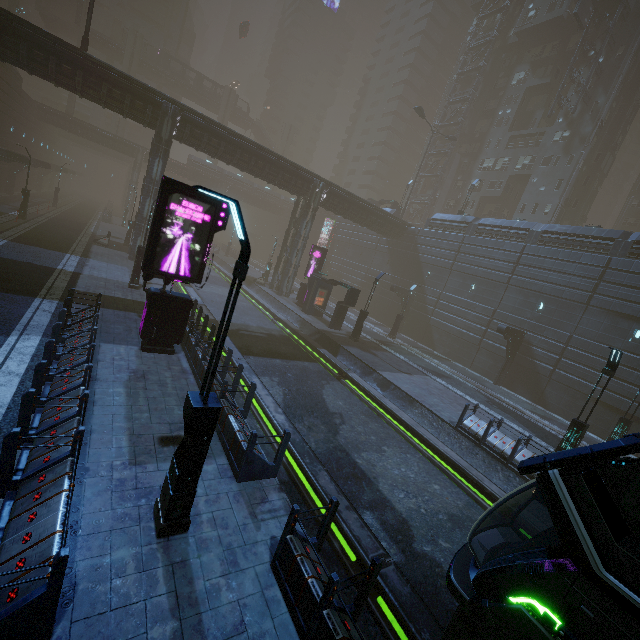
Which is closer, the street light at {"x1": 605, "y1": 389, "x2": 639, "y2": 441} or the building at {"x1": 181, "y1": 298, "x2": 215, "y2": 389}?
the building at {"x1": 181, "y1": 298, "x2": 215, "y2": 389}

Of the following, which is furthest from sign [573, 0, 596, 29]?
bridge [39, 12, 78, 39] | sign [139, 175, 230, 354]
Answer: bridge [39, 12, 78, 39]

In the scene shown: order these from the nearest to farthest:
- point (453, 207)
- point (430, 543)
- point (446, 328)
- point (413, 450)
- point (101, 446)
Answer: point (101, 446)
point (430, 543)
point (413, 450)
point (446, 328)
point (453, 207)

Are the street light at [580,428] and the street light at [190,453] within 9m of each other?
no

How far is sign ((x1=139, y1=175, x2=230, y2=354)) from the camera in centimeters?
1059cm

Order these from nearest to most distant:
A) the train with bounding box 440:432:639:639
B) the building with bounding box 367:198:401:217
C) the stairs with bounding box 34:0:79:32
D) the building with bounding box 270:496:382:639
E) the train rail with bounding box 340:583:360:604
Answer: the train with bounding box 440:432:639:639
the building with bounding box 270:496:382:639
the train rail with bounding box 340:583:360:604
the building with bounding box 367:198:401:217
the stairs with bounding box 34:0:79:32

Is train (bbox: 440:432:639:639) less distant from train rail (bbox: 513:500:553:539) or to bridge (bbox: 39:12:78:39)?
train rail (bbox: 513:500:553:539)

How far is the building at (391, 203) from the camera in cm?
4225
